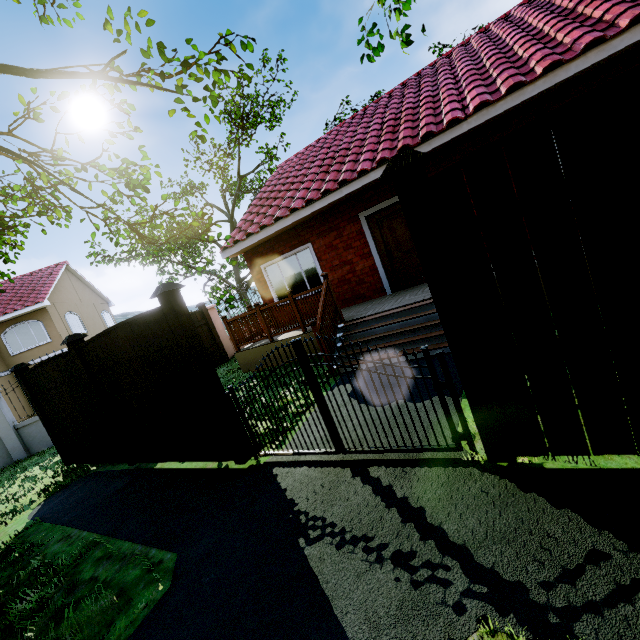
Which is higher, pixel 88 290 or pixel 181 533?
pixel 88 290

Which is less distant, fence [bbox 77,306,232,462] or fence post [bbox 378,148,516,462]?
fence post [bbox 378,148,516,462]

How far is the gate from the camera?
2.93m

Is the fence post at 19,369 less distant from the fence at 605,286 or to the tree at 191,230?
the fence at 605,286

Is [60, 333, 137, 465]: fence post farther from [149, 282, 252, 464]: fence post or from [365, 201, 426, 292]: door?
Answer: [365, 201, 426, 292]: door

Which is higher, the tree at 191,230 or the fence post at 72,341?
the tree at 191,230

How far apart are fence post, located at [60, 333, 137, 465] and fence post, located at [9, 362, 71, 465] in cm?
270

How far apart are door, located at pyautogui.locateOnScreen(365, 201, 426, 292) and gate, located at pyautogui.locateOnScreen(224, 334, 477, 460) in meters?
5.4 m
